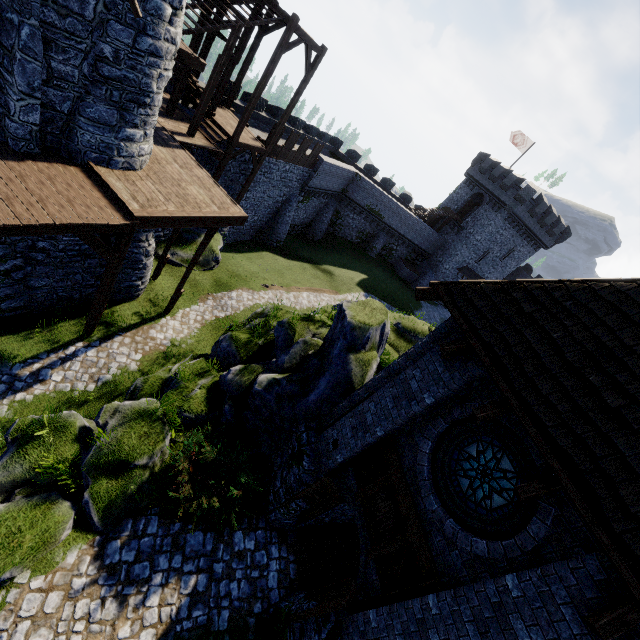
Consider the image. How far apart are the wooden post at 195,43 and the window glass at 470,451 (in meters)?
18.22

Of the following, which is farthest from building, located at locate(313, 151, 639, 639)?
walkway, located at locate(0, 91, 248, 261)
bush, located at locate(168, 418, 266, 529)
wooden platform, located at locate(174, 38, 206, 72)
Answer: wooden platform, located at locate(174, 38, 206, 72)

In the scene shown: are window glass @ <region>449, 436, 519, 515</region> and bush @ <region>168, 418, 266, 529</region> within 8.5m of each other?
yes

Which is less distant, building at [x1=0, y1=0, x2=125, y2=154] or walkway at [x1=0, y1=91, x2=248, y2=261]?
building at [x1=0, y1=0, x2=125, y2=154]

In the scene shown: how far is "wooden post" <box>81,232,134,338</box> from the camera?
9.68m

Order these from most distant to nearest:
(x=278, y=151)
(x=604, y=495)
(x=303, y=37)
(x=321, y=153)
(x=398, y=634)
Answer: (x=321, y=153) < (x=278, y=151) < (x=303, y=37) < (x=398, y=634) < (x=604, y=495)

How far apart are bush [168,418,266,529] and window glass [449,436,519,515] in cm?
487

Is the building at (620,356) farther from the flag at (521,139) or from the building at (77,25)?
the flag at (521,139)
